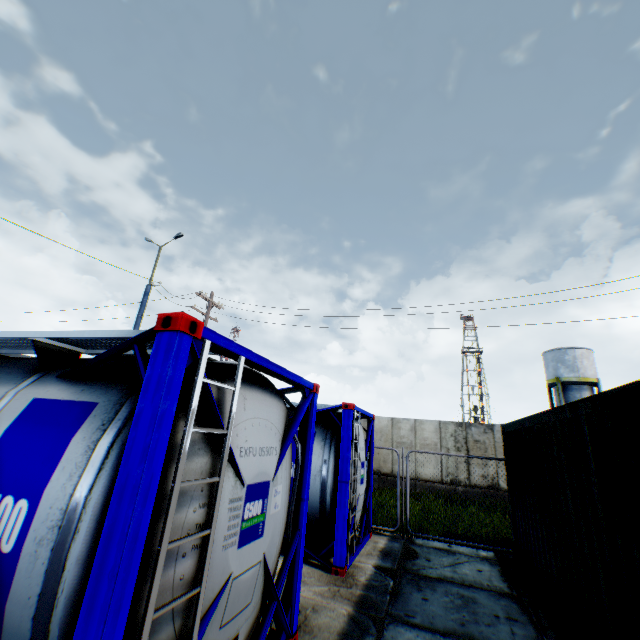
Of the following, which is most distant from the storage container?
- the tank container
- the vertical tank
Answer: the vertical tank

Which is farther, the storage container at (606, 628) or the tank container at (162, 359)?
the storage container at (606, 628)

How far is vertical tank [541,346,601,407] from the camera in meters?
29.9

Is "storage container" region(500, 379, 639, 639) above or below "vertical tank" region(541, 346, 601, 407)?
below

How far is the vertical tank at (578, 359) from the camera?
29.9 meters

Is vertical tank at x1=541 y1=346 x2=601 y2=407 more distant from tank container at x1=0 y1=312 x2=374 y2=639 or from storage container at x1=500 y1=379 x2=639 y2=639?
tank container at x1=0 y1=312 x2=374 y2=639

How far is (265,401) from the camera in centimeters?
357cm
